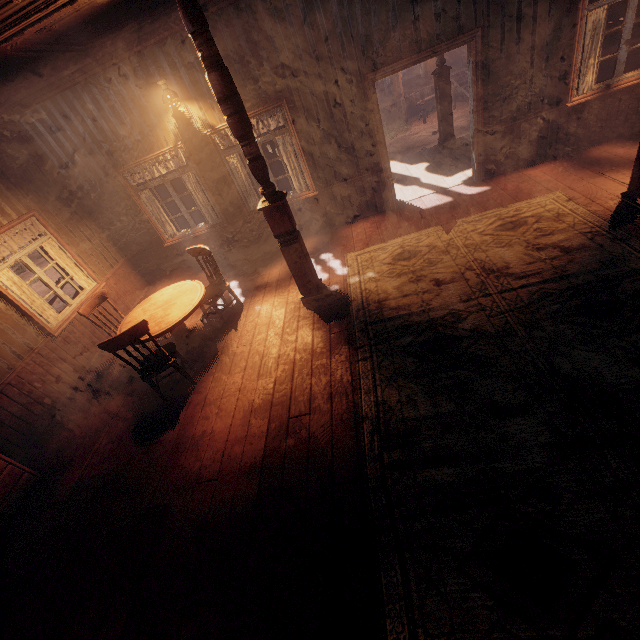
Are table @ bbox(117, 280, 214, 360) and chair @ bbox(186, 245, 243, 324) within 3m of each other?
yes

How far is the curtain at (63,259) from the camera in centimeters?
570cm

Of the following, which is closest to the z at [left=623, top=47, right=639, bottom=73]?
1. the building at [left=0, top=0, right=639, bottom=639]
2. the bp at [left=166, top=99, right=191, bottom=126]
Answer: the building at [left=0, top=0, right=639, bottom=639]

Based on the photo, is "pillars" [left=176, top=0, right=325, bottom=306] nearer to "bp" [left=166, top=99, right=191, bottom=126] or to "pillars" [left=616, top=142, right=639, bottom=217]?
"bp" [left=166, top=99, right=191, bottom=126]

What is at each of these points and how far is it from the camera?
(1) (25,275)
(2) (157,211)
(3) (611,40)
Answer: (1) z, 18.47m
(2) curtain, 6.66m
(3) z, 13.51m

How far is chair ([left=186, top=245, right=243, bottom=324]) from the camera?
5.1 meters

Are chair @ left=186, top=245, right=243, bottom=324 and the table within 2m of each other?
yes

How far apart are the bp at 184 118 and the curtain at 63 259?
3.08m
